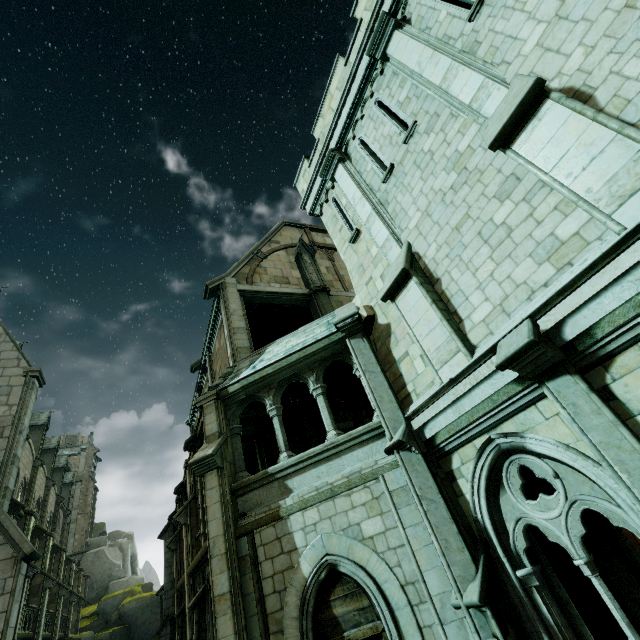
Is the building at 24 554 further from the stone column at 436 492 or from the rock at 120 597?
the stone column at 436 492

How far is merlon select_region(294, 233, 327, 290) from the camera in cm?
1566

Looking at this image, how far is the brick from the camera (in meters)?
6.36

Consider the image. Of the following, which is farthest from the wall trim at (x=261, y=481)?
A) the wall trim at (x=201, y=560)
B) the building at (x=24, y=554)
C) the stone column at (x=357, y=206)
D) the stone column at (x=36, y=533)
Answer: the stone column at (x=36, y=533)

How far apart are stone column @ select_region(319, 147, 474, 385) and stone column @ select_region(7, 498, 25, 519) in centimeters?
2201cm

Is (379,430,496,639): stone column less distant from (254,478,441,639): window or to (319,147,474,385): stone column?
(254,478,441,639): window

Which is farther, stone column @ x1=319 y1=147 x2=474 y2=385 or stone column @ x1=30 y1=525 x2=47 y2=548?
stone column @ x1=30 y1=525 x2=47 y2=548

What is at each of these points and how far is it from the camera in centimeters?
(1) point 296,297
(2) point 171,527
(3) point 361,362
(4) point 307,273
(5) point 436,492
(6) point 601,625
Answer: (1) stone beam, 1483cm
(2) stone column, 1897cm
(3) stone column, 774cm
(4) merlon, 1577cm
(5) stone column, 593cm
(6) trim, 912cm
